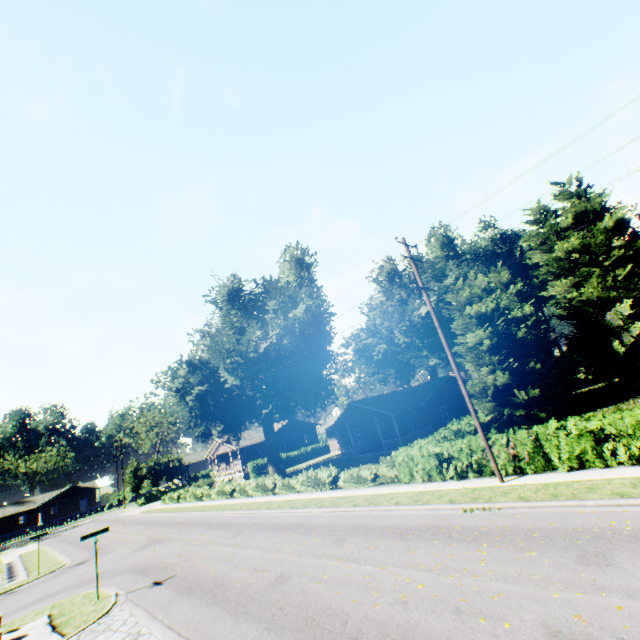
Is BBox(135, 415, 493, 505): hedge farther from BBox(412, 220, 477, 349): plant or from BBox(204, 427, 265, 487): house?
→ BBox(204, 427, 265, 487): house

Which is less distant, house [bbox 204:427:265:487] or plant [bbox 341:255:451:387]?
plant [bbox 341:255:451:387]

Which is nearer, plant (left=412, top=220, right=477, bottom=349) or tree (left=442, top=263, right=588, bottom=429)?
tree (left=442, top=263, right=588, bottom=429)

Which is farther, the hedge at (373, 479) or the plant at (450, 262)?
the plant at (450, 262)

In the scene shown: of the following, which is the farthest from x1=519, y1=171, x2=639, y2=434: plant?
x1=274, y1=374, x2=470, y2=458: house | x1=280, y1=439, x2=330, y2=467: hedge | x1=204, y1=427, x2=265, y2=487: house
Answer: x1=280, y1=439, x2=330, y2=467: hedge

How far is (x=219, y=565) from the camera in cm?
1315

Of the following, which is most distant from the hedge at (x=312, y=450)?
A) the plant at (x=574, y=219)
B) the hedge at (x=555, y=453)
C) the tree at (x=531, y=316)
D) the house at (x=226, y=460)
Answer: the tree at (x=531, y=316)

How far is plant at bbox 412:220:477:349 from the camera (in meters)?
41.96
